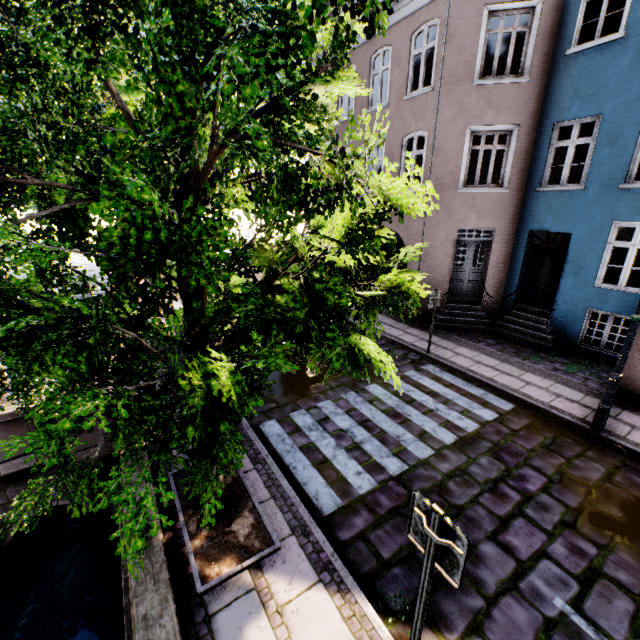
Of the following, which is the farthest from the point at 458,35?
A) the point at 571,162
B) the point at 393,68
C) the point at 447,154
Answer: the point at 571,162

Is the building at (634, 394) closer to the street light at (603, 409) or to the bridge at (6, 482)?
the street light at (603, 409)

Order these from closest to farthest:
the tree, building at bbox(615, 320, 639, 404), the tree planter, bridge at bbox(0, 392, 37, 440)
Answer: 1. the tree
2. the tree planter
3. bridge at bbox(0, 392, 37, 440)
4. building at bbox(615, 320, 639, 404)

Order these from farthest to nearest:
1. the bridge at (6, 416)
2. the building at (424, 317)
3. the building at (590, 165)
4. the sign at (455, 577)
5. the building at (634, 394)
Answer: the building at (424, 317), the building at (590, 165), the building at (634, 394), the bridge at (6, 416), the sign at (455, 577)

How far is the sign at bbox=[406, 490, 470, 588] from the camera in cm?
227

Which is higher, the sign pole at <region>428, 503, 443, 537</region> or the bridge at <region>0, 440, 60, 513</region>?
the sign pole at <region>428, 503, 443, 537</region>

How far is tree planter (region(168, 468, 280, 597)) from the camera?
3.8m

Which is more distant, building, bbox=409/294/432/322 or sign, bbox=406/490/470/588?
building, bbox=409/294/432/322
